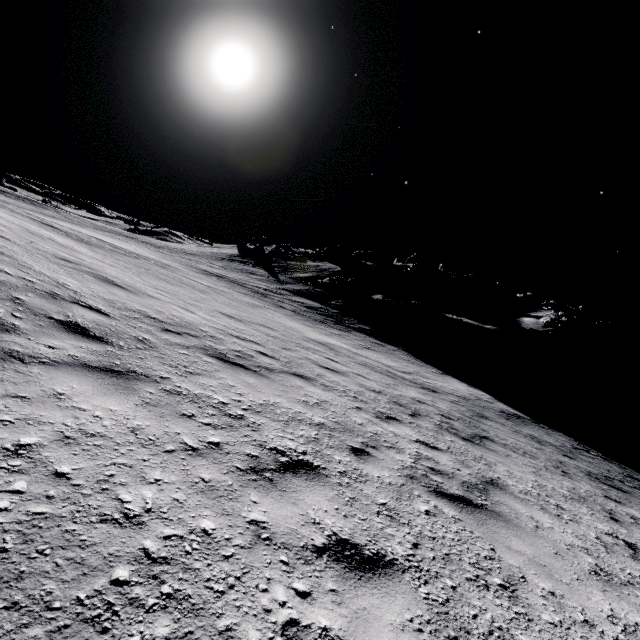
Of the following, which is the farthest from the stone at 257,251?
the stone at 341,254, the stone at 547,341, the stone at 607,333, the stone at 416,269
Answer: the stone at 607,333

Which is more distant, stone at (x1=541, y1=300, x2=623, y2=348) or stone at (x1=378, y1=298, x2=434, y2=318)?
stone at (x1=541, y1=300, x2=623, y2=348)

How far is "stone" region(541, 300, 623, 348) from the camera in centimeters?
3222cm

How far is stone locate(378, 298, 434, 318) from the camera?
29.58m

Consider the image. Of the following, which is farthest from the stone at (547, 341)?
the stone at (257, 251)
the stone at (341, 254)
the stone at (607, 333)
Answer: the stone at (257, 251)

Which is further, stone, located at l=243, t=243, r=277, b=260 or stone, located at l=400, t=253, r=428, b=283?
stone, located at l=243, t=243, r=277, b=260

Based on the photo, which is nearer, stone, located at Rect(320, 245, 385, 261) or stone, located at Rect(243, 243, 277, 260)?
stone, located at Rect(243, 243, 277, 260)

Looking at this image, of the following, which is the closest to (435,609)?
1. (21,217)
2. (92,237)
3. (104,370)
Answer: (104,370)
